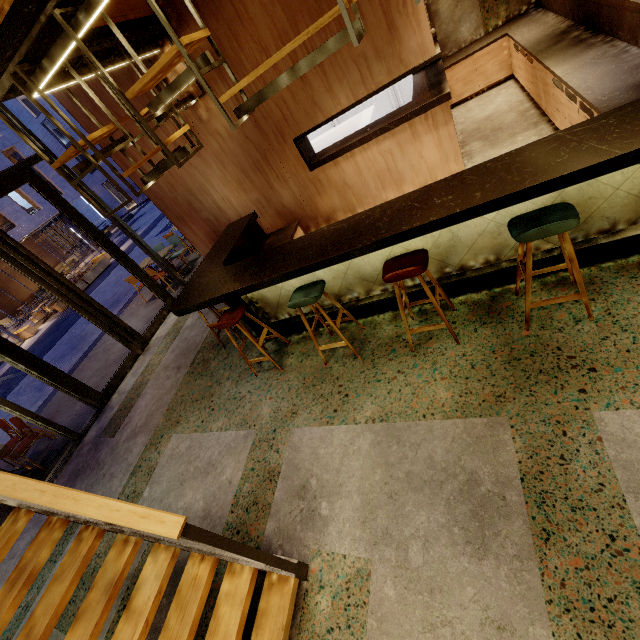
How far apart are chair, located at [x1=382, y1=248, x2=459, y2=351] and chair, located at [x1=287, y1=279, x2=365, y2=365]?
0.6m

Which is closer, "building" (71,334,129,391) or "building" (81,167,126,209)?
"building" (71,334,129,391)

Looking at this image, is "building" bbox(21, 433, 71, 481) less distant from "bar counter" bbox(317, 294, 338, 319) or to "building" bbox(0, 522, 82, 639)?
"building" bbox(0, 522, 82, 639)

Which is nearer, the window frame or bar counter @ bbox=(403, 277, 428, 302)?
bar counter @ bbox=(403, 277, 428, 302)

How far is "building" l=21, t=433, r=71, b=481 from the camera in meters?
5.5

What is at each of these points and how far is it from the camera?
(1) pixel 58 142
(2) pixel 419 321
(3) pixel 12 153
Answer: (1) building, 33.1 meters
(2) building, 3.5 meters
(3) building, 21.4 meters

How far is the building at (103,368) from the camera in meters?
6.9 m

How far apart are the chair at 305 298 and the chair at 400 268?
0.6m
